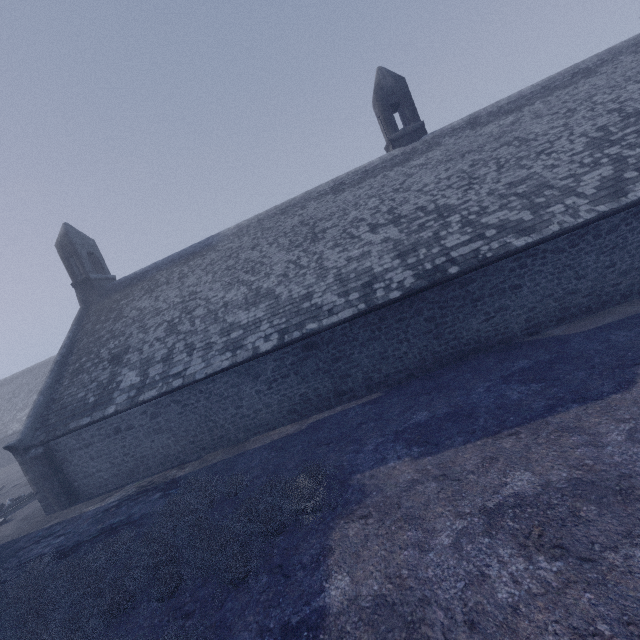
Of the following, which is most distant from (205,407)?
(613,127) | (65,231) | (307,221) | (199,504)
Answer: (613,127)
